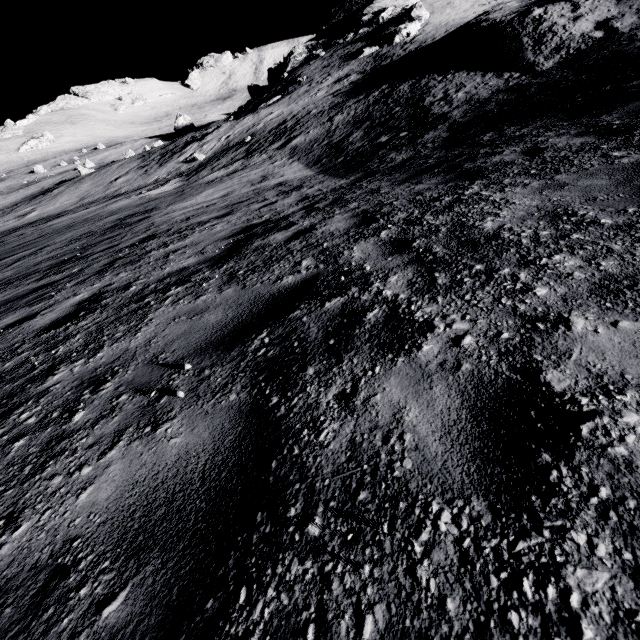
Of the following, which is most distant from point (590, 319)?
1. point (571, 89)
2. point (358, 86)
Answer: point (358, 86)
